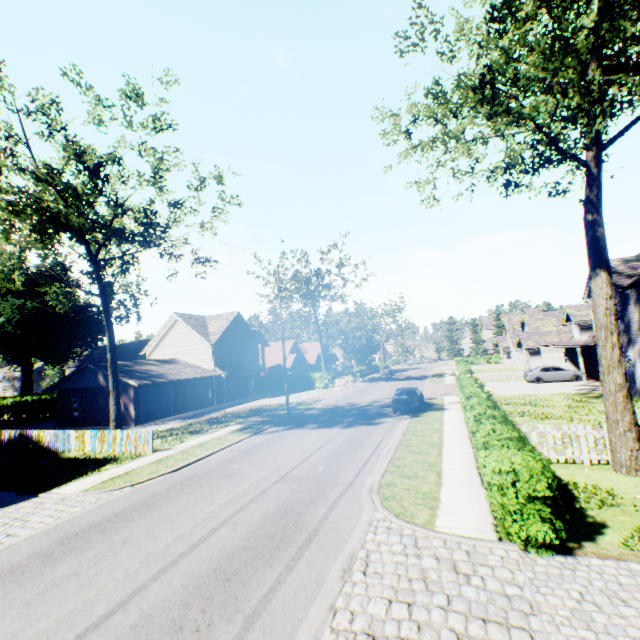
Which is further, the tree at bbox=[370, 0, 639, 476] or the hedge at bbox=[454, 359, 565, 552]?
the tree at bbox=[370, 0, 639, 476]

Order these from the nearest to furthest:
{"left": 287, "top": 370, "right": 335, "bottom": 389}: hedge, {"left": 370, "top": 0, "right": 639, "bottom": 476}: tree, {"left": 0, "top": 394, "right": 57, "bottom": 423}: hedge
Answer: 1. {"left": 370, "top": 0, "right": 639, "bottom": 476}: tree
2. {"left": 0, "top": 394, "right": 57, "bottom": 423}: hedge
3. {"left": 287, "top": 370, "right": 335, "bottom": 389}: hedge

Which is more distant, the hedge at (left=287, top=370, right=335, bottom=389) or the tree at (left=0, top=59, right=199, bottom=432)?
the hedge at (left=287, top=370, right=335, bottom=389)

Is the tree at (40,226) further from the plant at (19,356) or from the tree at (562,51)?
the tree at (562,51)

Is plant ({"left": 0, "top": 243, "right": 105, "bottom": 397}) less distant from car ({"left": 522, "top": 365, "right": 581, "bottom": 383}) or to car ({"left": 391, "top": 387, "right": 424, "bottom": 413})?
car ({"left": 391, "top": 387, "right": 424, "bottom": 413})

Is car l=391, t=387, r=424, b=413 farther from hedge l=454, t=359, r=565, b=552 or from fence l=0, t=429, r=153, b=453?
fence l=0, t=429, r=153, b=453

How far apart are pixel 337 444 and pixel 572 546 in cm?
1028

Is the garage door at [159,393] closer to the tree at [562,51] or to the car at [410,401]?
the tree at [562,51]
